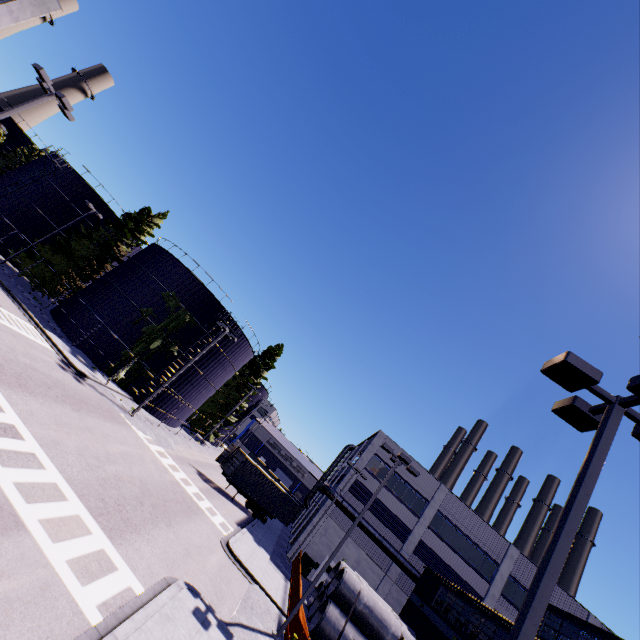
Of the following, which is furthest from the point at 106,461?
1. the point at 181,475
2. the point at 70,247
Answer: the point at 70,247

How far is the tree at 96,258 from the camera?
32.66m

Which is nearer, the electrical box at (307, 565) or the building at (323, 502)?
the electrical box at (307, 565)

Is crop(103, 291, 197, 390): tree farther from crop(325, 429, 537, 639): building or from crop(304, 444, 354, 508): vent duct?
crop(304, 444, 354, 508): vent duct

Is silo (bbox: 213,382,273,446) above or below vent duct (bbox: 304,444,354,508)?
above

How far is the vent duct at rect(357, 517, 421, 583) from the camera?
28.95m

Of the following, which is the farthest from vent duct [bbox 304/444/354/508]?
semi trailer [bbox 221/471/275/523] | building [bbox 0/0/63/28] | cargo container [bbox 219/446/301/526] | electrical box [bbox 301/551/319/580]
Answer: electrical box [bbox 301/551/319/580]
